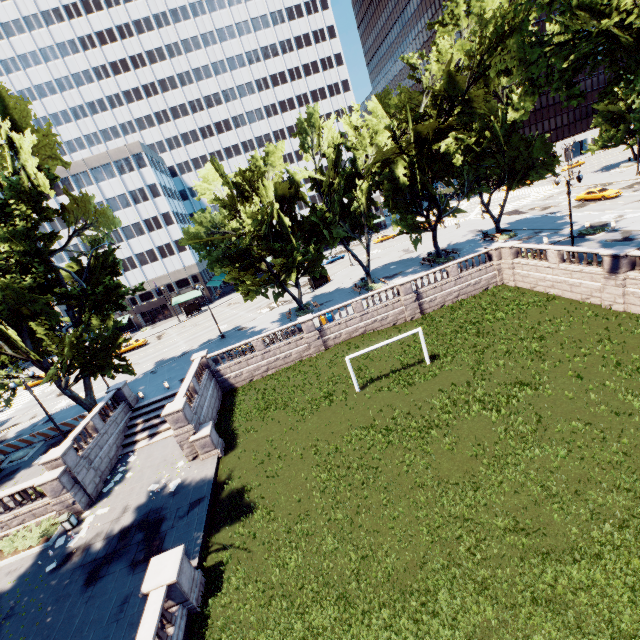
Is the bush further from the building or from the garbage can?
the building

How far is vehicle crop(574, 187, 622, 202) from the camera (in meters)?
41.31

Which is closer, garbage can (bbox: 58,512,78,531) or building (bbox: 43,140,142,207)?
garbage can (bbox: 58,512,78,531)

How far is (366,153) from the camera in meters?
34.6

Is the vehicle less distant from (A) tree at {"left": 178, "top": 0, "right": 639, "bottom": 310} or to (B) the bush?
(A) tree at {"left": 178, "top": 0, "right": 639, "bottom": 310}

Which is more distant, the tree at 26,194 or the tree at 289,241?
the tree at 26,194

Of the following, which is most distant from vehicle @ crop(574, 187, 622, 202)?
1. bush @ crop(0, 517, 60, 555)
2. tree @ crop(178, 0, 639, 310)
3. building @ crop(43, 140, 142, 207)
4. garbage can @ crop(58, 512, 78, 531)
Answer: bush @ crop(0, 517, 60, 555)

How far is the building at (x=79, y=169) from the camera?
58.84m
